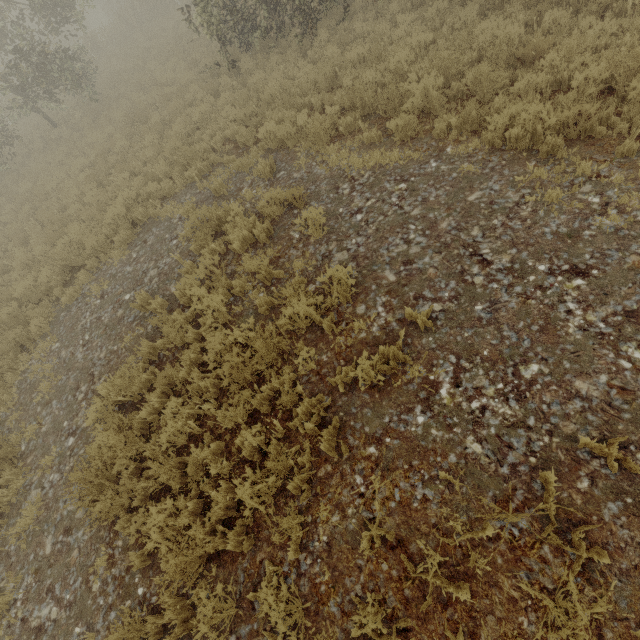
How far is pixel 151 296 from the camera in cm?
754
